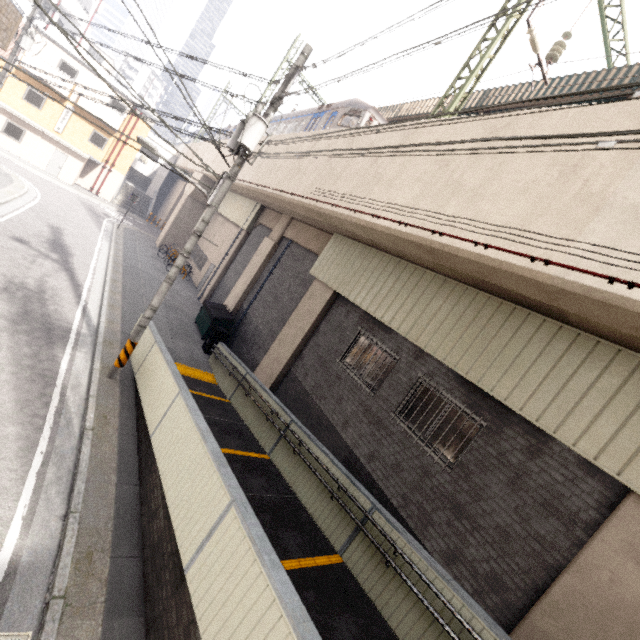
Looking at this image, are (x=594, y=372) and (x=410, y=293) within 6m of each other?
yes

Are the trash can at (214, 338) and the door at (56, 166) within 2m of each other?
no

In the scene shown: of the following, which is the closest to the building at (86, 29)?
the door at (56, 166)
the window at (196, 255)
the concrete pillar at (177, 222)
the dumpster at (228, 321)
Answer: the door at (56, 166)

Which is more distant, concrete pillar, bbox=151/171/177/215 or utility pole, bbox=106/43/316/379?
concrete pillar, bbox=151/171/177/215

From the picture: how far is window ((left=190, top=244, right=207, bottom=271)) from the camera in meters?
23.3 m

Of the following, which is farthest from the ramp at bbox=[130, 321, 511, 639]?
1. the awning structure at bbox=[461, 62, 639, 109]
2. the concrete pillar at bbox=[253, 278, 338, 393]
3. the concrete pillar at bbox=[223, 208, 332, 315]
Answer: the awning structure at bbox=[461, 62, 639, 109]

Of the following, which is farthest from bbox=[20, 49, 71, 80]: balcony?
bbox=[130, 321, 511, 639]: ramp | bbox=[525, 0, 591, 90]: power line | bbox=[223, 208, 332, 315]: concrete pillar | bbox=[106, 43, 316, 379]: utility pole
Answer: bbox=[525, 0, 591, 90]: power line

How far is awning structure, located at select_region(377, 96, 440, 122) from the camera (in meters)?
14.48
